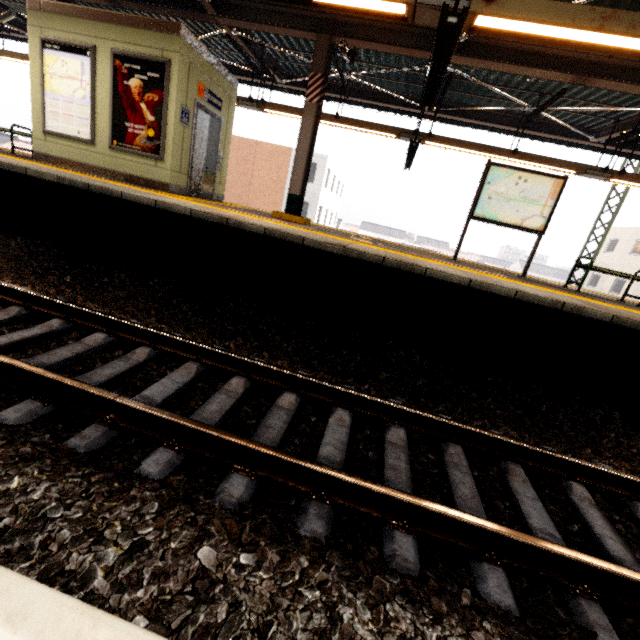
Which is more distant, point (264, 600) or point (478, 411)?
point (478, 411)

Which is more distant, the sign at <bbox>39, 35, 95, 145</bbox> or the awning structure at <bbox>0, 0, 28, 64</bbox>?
the awning structure at <bbox>0, 0, 28, 64</bbox>

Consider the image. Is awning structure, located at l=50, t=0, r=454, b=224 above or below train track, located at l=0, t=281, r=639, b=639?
above

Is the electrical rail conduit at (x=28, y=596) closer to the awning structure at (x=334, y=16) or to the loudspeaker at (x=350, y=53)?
the awning structure at (x=334, y=16)

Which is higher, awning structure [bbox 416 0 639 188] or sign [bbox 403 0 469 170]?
awning structure [bbox 416 0 639 188]

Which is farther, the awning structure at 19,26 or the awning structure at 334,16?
the awning structure at 19,26

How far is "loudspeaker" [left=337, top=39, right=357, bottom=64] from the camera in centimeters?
637cm

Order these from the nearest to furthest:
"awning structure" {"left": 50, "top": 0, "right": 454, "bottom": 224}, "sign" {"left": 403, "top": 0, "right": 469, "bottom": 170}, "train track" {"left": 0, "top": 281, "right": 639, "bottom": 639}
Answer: "train track" {"left": 0, "top": 281, "right": 639, "bottom": 639}
"sign" {"left": 403, "top": 0, "right": 469, "bottom": 170}
"awning structure" {"left": 50, "top": 0, "right": 454, "bottom": 224}
